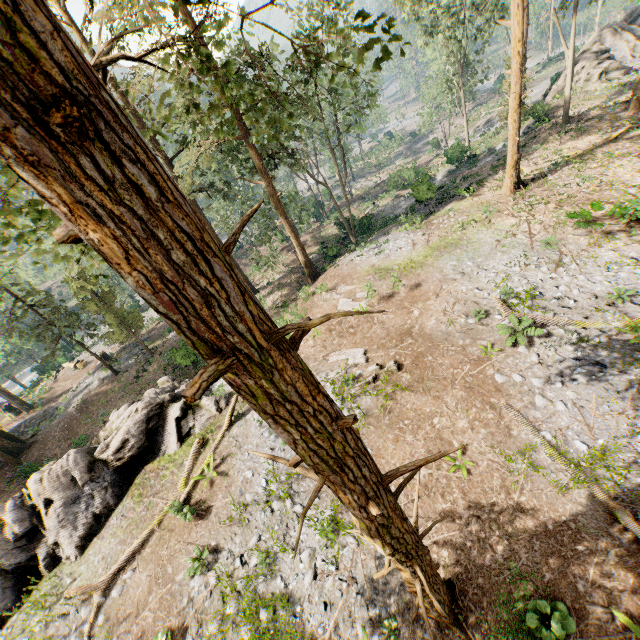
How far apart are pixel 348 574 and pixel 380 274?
15.6m

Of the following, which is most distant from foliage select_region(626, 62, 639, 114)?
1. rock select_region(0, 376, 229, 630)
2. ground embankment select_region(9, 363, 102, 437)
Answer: rock select_region(0, 376, 229, 630)

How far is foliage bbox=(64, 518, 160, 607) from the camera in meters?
11.4

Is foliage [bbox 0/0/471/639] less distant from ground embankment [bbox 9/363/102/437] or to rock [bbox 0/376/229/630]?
ground embankment [bbox 9/363/102/437]

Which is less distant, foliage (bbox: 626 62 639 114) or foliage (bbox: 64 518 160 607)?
foliage (bbox: 64 518 160 607)

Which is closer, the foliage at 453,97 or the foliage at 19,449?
the foliage at 453,97

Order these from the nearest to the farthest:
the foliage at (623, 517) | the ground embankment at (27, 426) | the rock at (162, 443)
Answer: the foliage at (623, 517) < the rock at (162, 443) < the ground embankment at (27, 426)
